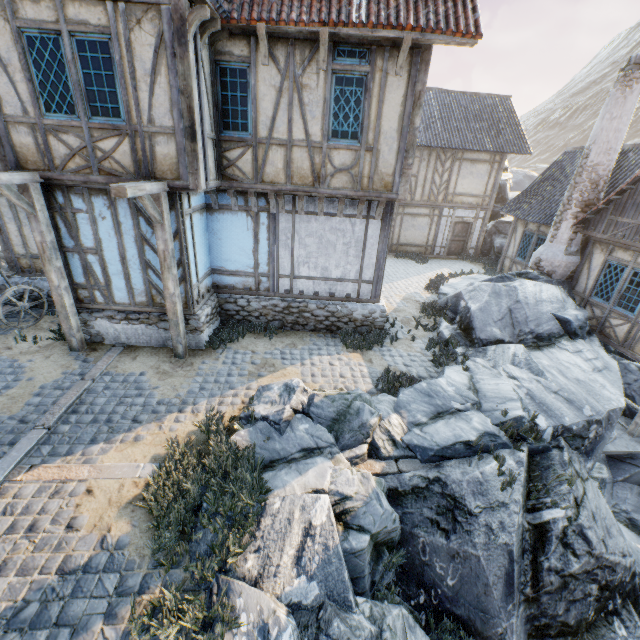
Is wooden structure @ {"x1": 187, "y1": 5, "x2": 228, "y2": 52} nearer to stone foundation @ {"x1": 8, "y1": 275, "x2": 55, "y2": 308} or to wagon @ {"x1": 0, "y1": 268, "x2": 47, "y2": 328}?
stone foundation @ {"x1": 8, "y1": 275, "x2": 55, "y2": 308}

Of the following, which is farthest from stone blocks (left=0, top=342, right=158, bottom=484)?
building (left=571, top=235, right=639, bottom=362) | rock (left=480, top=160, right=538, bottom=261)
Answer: building (left=571, top=235, right=639, bottom=362)

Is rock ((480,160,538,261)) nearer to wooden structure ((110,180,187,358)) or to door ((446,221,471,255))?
door ((446,221,471,255))

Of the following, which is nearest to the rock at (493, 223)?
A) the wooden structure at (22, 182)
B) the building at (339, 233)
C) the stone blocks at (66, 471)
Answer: the stone blocks at (66, 471)

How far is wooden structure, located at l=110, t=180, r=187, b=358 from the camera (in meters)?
5.56

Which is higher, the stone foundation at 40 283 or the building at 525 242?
the building at 525 242

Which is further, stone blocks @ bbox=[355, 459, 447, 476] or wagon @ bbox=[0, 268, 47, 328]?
wagon @ bbox=[0, 268, 47, 328]

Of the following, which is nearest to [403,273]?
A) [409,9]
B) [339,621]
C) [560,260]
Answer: [560,260]
